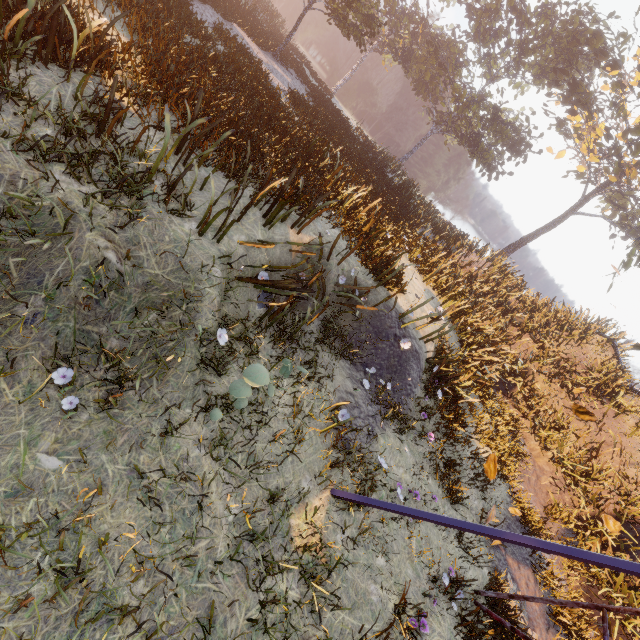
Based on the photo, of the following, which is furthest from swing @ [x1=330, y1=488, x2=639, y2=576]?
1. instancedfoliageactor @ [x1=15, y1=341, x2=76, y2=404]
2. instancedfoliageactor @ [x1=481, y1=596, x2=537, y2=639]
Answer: instancedfoliageactor @ [x1=15, y1=341, x2=76, y2=404]

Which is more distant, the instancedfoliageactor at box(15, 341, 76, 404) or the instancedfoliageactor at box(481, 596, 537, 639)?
the instancedfoliageactor at box(481, 596, 537, 639)

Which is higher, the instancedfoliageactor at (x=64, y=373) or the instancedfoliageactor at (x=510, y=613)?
the instancedfoliageactor at (x=64, y=373)

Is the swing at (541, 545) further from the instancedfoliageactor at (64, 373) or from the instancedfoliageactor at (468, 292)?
the instancedfoliageactor at (468, 292)

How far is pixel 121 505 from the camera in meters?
3.2

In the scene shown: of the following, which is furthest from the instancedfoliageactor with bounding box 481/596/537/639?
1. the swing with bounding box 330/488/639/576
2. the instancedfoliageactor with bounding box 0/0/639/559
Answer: the instancedfoliageactor with bounding box 0/0/639/559

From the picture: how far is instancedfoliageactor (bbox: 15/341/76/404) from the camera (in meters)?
3.12

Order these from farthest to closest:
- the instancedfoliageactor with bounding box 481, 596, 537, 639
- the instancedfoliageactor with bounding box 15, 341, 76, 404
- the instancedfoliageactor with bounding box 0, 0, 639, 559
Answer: the instancedfoliageactor with bounding box 481, 596, 537, 639
the instancedfoliageactor with bounding box 0, 0, 639, 559
the instancedfoliageactor with bounding box 15, 341, 76, 404
